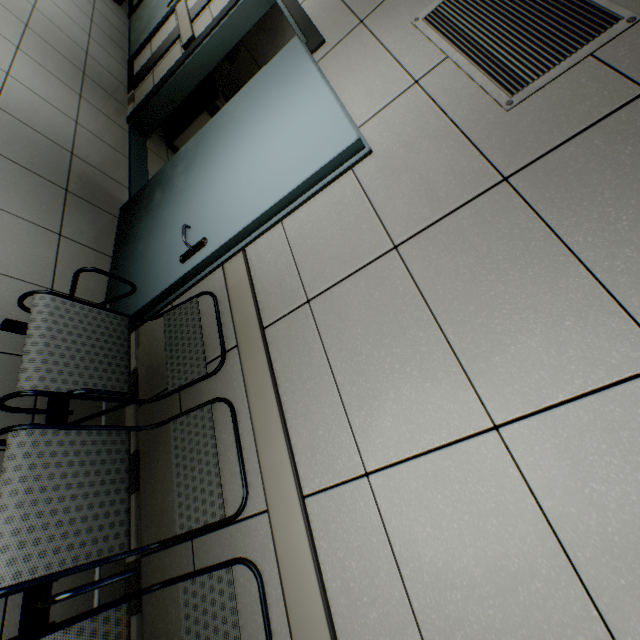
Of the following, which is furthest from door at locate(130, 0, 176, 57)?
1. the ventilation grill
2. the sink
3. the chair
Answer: the chair

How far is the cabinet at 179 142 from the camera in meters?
4.0 m

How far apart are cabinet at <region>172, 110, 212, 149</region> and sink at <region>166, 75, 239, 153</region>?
0.03m

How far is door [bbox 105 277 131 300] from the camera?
2.18m

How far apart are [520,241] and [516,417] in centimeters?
63cm

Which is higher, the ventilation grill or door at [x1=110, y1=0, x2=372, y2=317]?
the ventilation grill

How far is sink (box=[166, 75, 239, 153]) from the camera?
3.9 meters

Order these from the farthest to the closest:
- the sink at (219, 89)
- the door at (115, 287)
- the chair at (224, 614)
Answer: the sink at (219, 89) < the door at (115, 287) < the chair at (224, 614)
